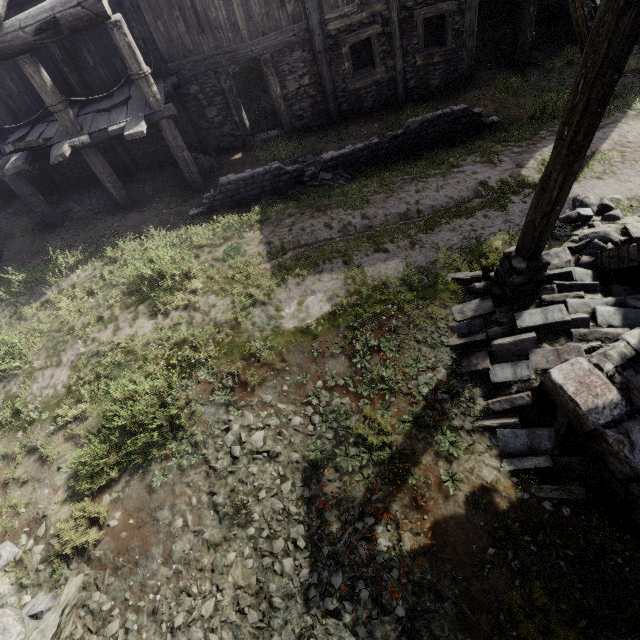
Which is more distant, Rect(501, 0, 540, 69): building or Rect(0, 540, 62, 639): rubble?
Rect(501, 0, 540, 69): building

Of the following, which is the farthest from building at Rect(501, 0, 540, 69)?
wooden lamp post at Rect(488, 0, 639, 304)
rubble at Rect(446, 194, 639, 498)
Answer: wooden lamp post at Rect(488, 0, 639, 304)

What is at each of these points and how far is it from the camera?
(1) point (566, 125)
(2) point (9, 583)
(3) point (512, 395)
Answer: (1) wooden lamp post, 3.71m
(2) rubble, 4.78m
(3) rubble, 5.10m

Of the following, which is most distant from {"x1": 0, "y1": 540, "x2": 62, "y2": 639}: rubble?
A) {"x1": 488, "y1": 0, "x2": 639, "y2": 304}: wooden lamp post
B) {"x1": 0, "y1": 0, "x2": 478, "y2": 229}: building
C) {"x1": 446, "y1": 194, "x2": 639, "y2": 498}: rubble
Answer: {"x1": 488, "y1": 0, "x2": 639, "y2": 304}: wooden lamp post

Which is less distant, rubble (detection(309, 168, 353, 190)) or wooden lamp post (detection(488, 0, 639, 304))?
wooden lamp post (detection(488, 0, 639, 304))

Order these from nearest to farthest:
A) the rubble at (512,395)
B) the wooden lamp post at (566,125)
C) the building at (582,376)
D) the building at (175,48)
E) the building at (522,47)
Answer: the wooden lamp post at (566,125), the building at (582,376), the rubble at (512,395), the building at (175,48), the building at (522,47)

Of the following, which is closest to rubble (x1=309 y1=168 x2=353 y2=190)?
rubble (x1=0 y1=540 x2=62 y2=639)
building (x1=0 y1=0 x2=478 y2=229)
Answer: building (x1=0 y1=0 x2=478 y2=229)

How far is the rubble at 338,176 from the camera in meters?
9.4 m
